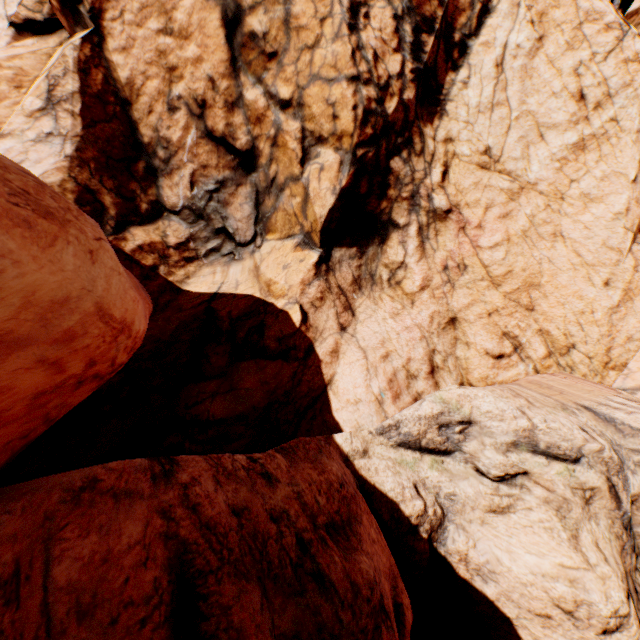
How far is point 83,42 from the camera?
12.00m
